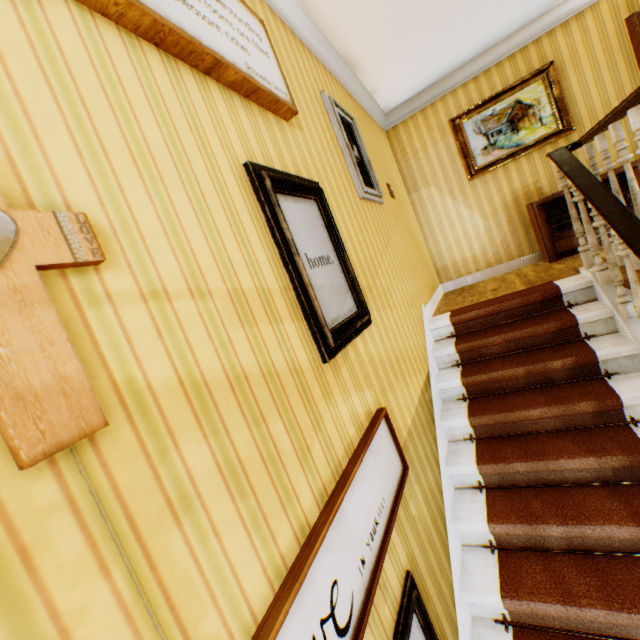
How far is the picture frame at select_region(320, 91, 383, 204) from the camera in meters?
2.9

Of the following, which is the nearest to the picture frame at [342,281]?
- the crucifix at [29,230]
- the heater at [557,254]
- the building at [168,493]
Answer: the building at [168,493]

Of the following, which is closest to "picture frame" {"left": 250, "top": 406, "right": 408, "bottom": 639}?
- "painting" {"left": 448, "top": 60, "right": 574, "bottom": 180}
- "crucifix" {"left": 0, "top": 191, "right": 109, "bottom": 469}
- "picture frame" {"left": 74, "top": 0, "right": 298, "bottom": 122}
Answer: "crucifix" {"left": 0, "top": 191, "right": 109, "bottom": 469}

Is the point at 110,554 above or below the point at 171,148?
below

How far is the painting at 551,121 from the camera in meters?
4.5

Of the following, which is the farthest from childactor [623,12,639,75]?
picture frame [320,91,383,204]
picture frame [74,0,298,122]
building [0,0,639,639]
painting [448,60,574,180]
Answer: picture frame [74,0,298,122]

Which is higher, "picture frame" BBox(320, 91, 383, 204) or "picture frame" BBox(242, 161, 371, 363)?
"picture frame" BBox(320, 91, 383, 204)

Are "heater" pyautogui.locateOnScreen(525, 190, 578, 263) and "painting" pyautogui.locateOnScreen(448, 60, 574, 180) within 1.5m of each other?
yes
